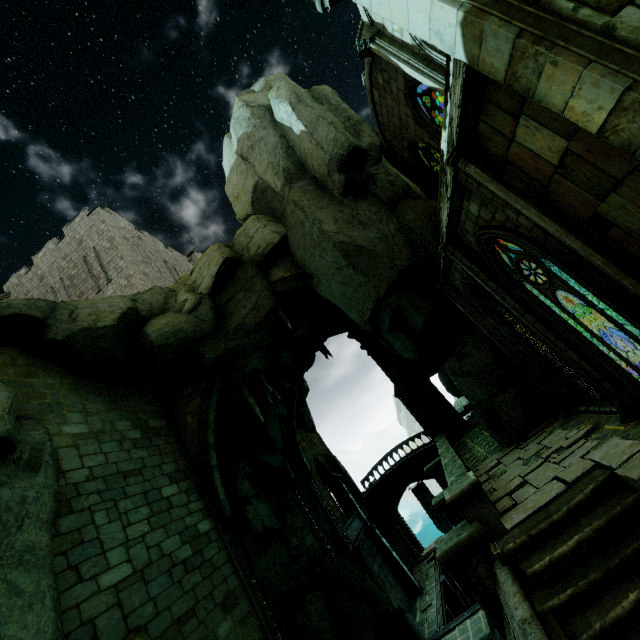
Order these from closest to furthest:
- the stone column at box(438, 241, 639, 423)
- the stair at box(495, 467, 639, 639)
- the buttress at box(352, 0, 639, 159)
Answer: the buttress at box(352, 0, 639, 159)
the stair at box(495, 467, 639, 639)
the stone column at box(438, 241, 639, 423)

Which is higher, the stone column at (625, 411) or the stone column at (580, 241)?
the stone column at (580, 241)

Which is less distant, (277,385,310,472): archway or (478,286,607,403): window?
(478,286,607,403): window

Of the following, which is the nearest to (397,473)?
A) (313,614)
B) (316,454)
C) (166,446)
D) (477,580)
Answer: (316,454)

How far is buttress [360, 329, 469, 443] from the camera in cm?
2380

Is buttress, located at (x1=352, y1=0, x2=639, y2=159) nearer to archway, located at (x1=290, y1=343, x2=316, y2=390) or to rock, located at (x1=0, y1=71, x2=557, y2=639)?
rock, located at (x1=0, y1=71, x2=557, y2=639)

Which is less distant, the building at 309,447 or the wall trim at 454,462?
the wall trim at 454,462

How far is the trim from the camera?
18.1m
